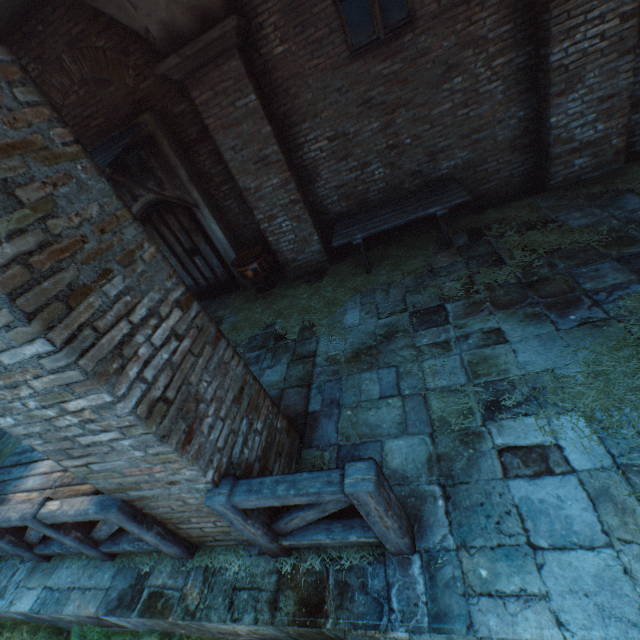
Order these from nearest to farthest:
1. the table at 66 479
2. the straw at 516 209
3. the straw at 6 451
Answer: the table at 66 479, the straw at 516 209, the straw at 6 451

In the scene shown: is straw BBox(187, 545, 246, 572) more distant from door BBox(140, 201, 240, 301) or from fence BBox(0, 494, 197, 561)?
door BBox(140, 201, 240, 301)

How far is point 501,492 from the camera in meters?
2.4 m

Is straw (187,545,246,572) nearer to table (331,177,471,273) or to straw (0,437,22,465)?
straw (0,437,22,465)

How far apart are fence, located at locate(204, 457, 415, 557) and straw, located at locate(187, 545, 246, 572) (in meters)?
0.27

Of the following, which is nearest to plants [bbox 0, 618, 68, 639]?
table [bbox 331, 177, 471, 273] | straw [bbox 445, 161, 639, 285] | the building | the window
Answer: straw [bbox 445, 161, 639, 285]

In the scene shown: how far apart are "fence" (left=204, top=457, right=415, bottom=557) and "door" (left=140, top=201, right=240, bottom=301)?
5.69m

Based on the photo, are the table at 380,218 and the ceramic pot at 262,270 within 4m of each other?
yes
